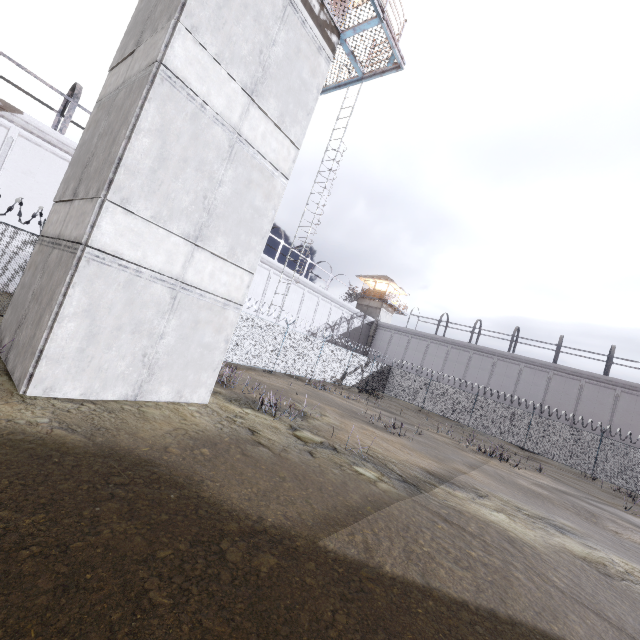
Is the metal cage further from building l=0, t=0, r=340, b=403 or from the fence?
building l=0, t=0, r=340, b=403

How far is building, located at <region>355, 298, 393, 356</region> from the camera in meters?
43.7 m

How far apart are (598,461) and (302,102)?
27.8 meters

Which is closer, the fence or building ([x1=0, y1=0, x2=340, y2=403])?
building ([x1=0, y1=0, x2=340, y2=403])

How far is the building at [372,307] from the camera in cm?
4372

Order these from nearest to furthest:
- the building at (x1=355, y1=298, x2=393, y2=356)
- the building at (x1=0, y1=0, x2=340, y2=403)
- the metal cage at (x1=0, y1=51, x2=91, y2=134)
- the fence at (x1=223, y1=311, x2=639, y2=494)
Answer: the building at (x1=0, y1=0, x2=340, y2=403) < the metal cage at (x1=0, y1=51, x2=91, y2=134) < the fence at (x1=223, y1=311, x2=639, y2=494) < the building at (x1=355, y1=298, x2=393, y2=356)

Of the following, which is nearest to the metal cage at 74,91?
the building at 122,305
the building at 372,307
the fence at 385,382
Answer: the building at 372,307
